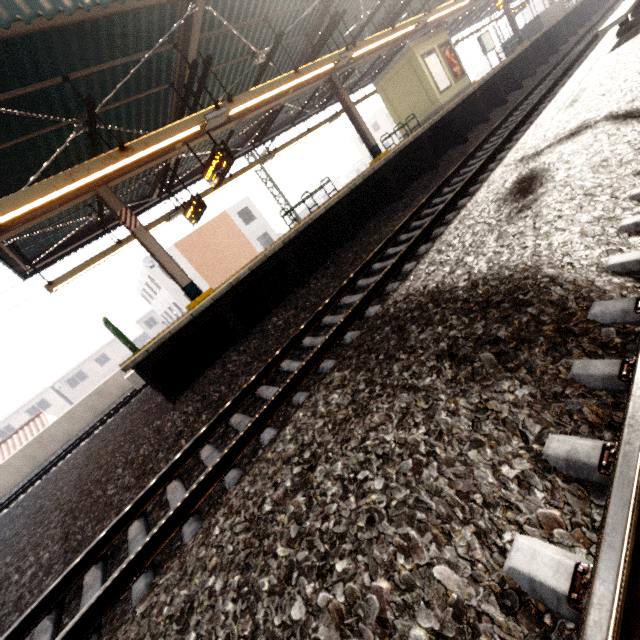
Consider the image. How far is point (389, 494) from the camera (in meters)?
1.64

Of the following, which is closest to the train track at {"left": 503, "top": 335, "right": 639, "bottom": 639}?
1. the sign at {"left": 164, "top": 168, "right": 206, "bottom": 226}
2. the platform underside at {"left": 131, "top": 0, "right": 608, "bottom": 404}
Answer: the platform underside at {"left": 131, "top": 0, "right": 608, "bottom": 404}

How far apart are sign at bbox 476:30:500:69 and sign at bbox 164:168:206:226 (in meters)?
20.95

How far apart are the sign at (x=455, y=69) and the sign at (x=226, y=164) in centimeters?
1327cm

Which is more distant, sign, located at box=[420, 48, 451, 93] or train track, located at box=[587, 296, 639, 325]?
sign, located at box=[420, 48, 451, 93]

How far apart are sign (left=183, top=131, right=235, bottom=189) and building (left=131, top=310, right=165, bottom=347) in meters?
45.8 m

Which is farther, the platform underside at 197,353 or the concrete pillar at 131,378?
the concrete pillar at 131,378

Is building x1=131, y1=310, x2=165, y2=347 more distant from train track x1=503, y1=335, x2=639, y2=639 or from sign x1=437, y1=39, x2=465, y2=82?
train track x1=503, y1=335, x2=639, y2=639
